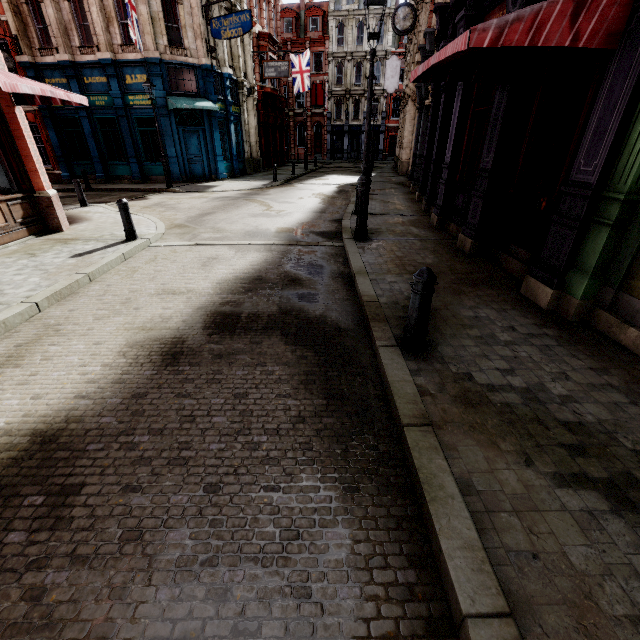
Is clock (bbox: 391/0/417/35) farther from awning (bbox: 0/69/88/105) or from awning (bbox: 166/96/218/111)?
awning (bbox: 0/69/88/105)

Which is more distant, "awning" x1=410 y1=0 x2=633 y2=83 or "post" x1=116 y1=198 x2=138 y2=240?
"post" x1=116 y1=198 x2=138 y2=240

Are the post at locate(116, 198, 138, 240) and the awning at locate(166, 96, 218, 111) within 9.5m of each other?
no

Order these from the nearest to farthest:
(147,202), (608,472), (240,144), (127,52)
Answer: (608,472) → (147,202) → (127,52) → (240,144)

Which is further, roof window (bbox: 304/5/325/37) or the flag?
roof window (bbox: 304/5/325/37)

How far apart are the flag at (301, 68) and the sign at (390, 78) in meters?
7.6

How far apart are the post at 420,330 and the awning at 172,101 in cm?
1905

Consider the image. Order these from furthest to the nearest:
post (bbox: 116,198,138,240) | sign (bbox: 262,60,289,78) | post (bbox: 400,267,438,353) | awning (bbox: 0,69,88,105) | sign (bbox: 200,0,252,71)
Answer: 1. sign (bbox: 262,60,289,78)
2. sign (bbox: 200,0,252,71)
3. post (bbox: 116,198,138,240)
4. awning (bbox: 0,69,88,105)
5. post (bbox: 400,267,438,353)
